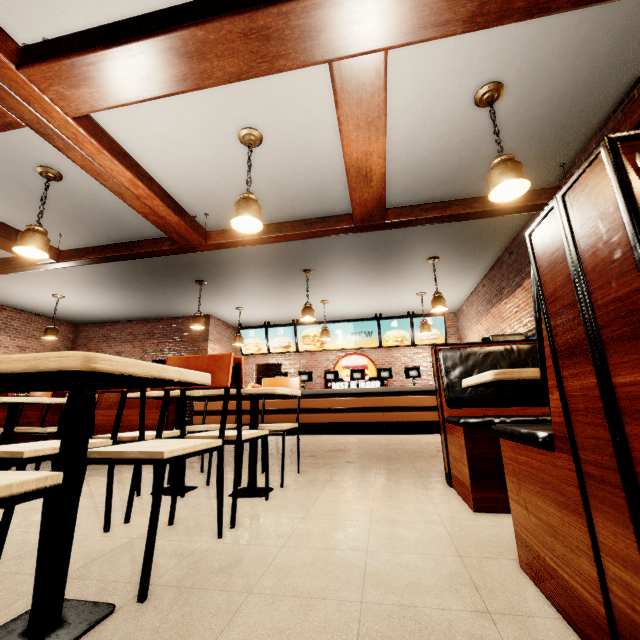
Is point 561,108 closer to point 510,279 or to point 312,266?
point 510,279
